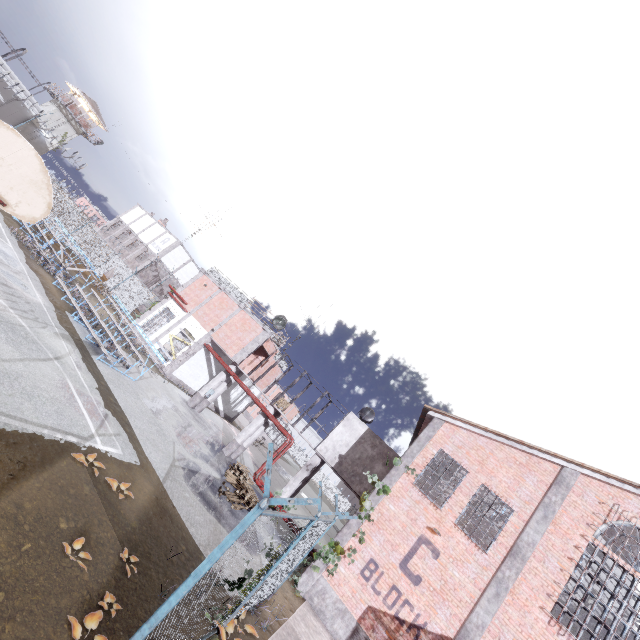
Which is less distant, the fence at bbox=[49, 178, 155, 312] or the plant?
the plant

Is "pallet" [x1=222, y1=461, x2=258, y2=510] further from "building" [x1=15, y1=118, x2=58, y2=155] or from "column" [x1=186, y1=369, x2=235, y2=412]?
"building" [x1=15, y1=118, x2=58, y2=155]

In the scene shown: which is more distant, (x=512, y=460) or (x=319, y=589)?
(x=512, y=460)

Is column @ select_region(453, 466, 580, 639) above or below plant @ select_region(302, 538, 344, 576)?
above

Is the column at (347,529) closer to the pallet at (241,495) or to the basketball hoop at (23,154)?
the pallet at (241,495)

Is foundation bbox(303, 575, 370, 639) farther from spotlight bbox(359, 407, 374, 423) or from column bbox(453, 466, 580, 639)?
spotlight bbox(359, 407, 374, 423)

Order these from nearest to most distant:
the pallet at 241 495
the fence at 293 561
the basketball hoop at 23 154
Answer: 1. the fence at 293 561
2. the basketball hoop at 23 154
3. the pallet at 241 495

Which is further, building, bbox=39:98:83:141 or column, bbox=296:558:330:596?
building, bbox=39:98:83:141
